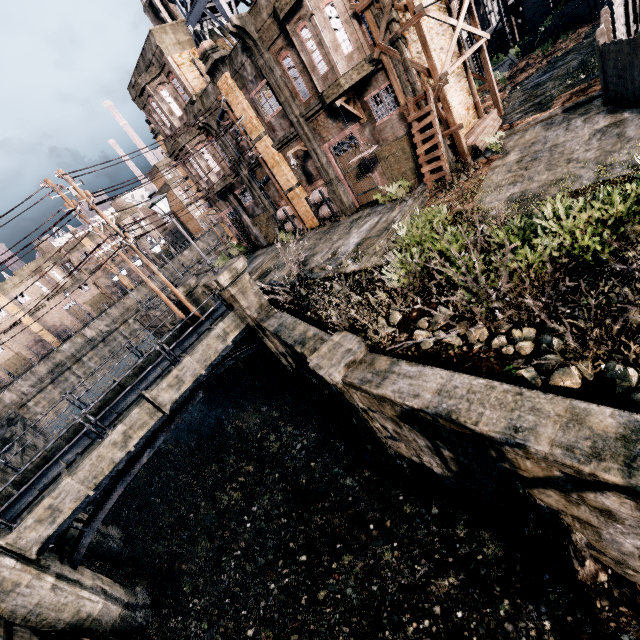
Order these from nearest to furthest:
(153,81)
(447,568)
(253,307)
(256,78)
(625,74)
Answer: (447,568), (625,74), (253,307), (256,78), (153,81)

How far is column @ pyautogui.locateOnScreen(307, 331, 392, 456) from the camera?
8.7 meters

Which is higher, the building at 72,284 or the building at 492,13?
the building at 72,284

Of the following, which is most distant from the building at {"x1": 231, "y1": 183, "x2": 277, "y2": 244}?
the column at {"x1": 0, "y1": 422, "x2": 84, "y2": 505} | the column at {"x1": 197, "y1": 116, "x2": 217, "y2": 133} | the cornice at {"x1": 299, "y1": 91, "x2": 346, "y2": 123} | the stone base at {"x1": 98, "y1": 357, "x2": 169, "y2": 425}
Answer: the column at {"x1": 0, "y1": 422, "x2": 84, "y2": 505}

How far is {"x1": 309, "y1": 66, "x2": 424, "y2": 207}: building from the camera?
17.1 meters

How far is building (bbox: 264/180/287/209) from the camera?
25.8m

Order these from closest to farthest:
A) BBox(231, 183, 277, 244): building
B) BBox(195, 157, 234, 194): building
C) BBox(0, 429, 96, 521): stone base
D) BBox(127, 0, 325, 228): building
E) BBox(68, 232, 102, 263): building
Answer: BBox(0, 429, 96, 521): stone base, BBox(127, 0, 325, 228): building, BBox(195, 157, 234, 194): building, BBox(231, 183, 277, 244): building, BBox(68, 232, 102, 263): building

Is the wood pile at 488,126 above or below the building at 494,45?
below
